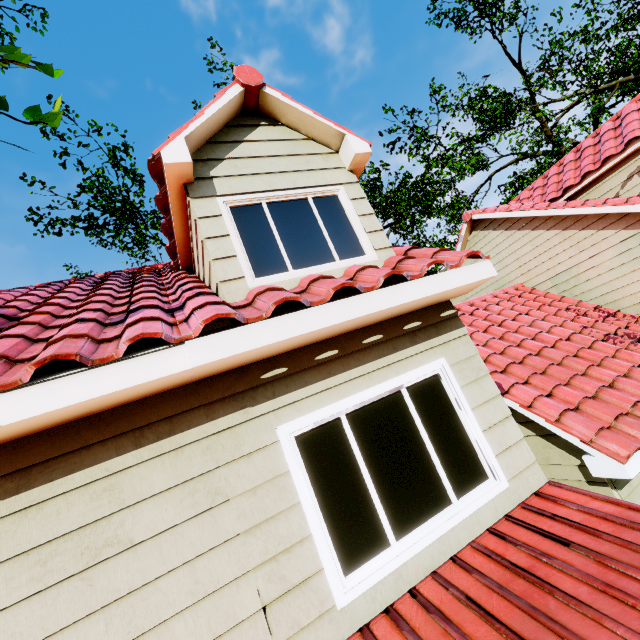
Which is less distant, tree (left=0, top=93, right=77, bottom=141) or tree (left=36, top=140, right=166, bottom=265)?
tree (left=0, top=93, right=77, bottom=141)

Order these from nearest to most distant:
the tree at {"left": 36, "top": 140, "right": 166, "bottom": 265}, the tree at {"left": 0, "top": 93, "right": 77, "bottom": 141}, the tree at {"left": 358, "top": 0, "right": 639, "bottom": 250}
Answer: the tree at {"left": 0, "top": 93, "right": 77, "bottom": 141}
the tree at {"left": 36, "top": 140, "right": 166, "bottom": 265}
the tree at {"left": 358, "top": 0, "right": 639, "bottom": 250}

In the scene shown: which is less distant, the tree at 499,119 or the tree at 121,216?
the tree at 121,216

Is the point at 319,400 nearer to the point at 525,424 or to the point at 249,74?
the point at 249,74

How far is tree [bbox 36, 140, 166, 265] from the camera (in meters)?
13.59

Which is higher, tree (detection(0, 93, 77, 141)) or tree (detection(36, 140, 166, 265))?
tree (detection(36, 140, 166, 265))
